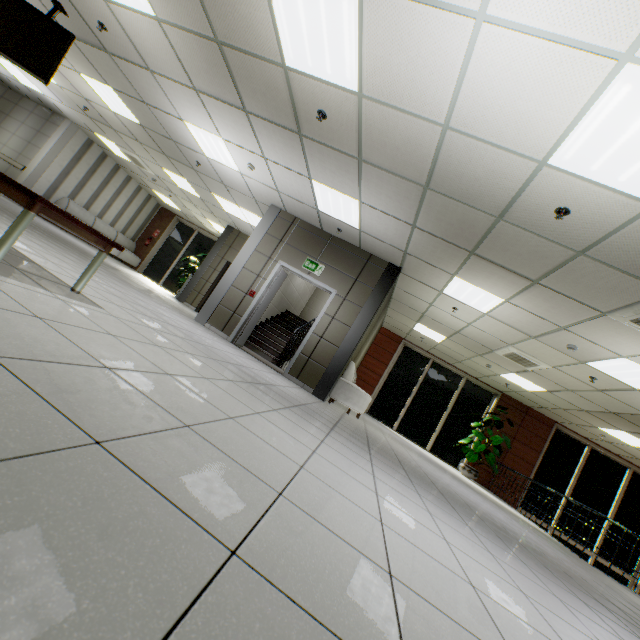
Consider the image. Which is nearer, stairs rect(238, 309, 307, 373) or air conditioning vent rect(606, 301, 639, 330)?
air conditioning vent rect(606, 301, 639, 330)

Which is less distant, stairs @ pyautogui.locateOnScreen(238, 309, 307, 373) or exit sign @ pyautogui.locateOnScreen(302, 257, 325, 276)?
exit sign @ pyautogui.locateOnScreen(302, 257, 325, 276)

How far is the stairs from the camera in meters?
8.5

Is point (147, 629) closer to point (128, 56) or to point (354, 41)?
point (354, 41)

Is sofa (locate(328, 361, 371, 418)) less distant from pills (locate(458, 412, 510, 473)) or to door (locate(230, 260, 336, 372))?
door (locate(230, 260, 336, 372))

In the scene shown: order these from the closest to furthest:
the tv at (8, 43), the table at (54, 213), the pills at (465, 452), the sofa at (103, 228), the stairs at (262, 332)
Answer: the table at (54, 213)
the tv at (8, 43)
the stairs at (262, 332)
the pills at (465, 452)
the sofa at (103, 228)

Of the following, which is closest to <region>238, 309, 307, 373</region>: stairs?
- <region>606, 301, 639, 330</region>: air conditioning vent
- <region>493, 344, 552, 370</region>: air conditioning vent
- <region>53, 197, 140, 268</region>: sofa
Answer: <region>493, 344, 552, 370</region>: air conditioning vent

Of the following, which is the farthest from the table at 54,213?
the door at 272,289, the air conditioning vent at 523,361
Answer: the air conditioning vent at 523,361
